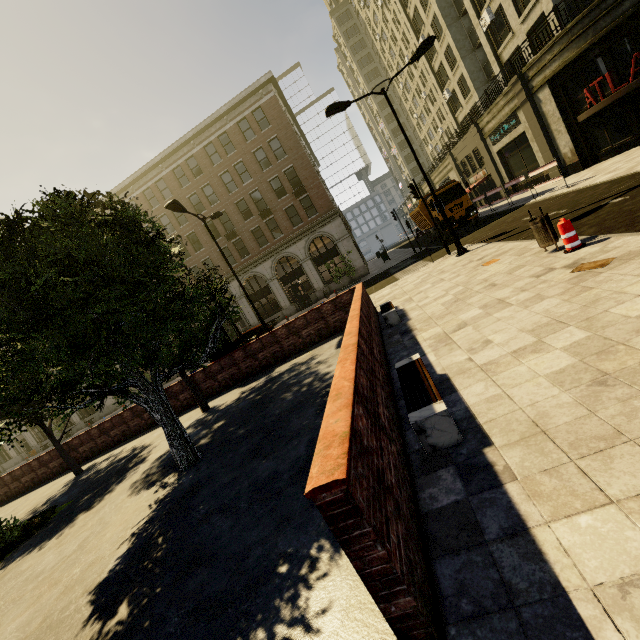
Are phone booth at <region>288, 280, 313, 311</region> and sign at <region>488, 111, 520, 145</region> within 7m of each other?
no

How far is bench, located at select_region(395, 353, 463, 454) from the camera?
3.23m

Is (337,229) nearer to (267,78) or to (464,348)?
(267,78)

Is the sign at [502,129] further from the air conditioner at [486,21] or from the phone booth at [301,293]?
the phone booth at [301,293]

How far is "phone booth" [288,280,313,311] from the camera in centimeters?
3142cm

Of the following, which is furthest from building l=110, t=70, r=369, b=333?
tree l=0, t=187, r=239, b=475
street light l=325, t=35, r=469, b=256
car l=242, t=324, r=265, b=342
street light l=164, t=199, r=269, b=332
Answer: street light l=164, t=199, r=269, b=332

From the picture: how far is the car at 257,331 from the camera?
18.6 meters

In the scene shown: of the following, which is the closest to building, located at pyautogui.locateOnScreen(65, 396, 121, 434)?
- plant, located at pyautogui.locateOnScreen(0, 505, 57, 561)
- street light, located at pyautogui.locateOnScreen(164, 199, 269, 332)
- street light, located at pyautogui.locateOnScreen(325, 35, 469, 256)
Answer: street light, located at pyautogui.locateOnScreen(325, 35, 469, 256)
